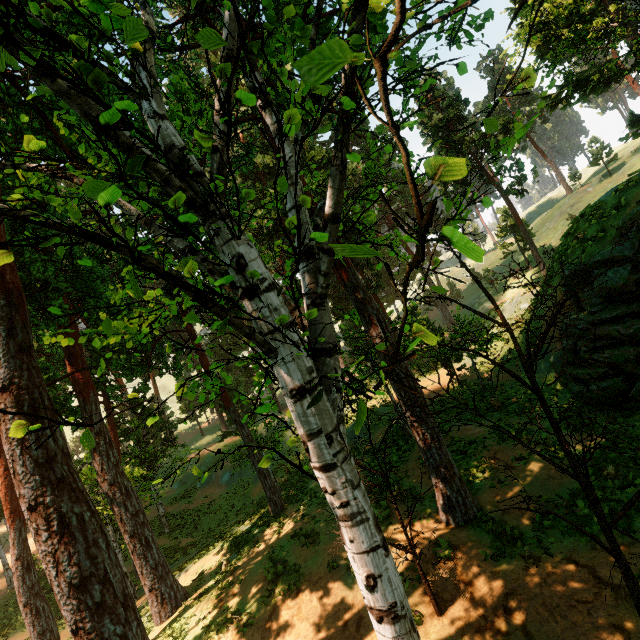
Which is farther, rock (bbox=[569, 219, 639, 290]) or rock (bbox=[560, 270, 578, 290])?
rock (bbox=[560, 270, 578, 290])

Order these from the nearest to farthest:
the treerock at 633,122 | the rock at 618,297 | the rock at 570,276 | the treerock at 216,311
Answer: the treerock at 216,311, the rock at 618,297, the rock at 570,276, the treerock at 633,122

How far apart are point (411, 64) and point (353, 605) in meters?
12.0

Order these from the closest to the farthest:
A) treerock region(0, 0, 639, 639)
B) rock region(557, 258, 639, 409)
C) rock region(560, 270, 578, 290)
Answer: treerock region(0, 0, 639, 639) < rock region(557, 258, 639, 409) < rock region(560, 270, 578, 290)

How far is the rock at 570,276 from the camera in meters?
13.8 m

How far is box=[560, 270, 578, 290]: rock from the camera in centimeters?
1384cm

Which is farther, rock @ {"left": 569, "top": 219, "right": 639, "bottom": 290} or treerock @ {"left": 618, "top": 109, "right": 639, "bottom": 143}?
treerock @ {"left": 618, "top": 109, "right": 639, "bottom": 143}
